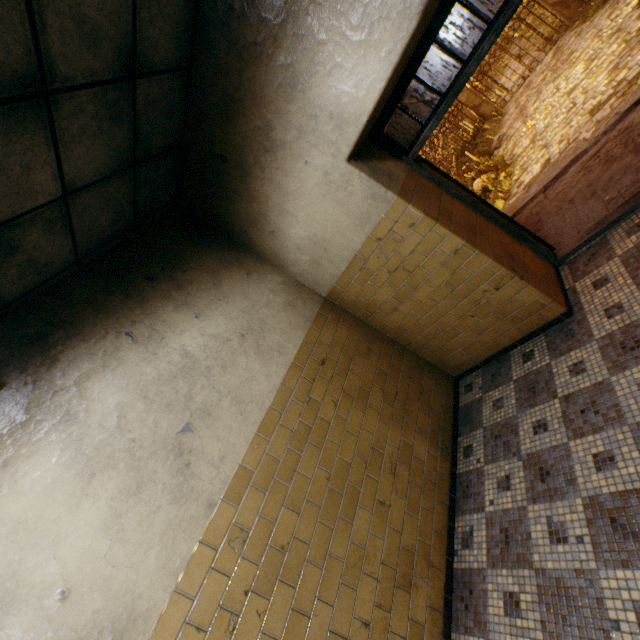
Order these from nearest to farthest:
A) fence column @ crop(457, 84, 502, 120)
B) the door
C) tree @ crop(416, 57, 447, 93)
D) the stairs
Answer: the door < the stairs < fence column @ crop(457, 84, 502, 120) < tree @ crop(416, 57, 447, 93)

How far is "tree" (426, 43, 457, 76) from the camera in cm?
1817

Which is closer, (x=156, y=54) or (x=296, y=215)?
(x=156, y=54)

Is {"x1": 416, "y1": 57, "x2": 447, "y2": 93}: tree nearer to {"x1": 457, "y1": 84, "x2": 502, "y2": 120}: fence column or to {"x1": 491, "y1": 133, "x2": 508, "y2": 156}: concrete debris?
{"x1": 457, "y1": 84, "x2": 502, "y2": 120}: fence column

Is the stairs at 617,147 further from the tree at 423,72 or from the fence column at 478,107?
the tree at 423,72

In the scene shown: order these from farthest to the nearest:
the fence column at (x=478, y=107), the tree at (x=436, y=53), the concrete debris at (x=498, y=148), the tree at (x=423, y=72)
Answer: the tree at (x=423, y=72) → the tree at (x=436, y=53) → the fence column at (x=478, y=107) → the concrete debris at (x=498, y=148)

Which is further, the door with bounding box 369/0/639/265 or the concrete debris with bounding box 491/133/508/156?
the concrete debris with bounding box 491/133/508/156

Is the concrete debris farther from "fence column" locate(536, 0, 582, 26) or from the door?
the door
